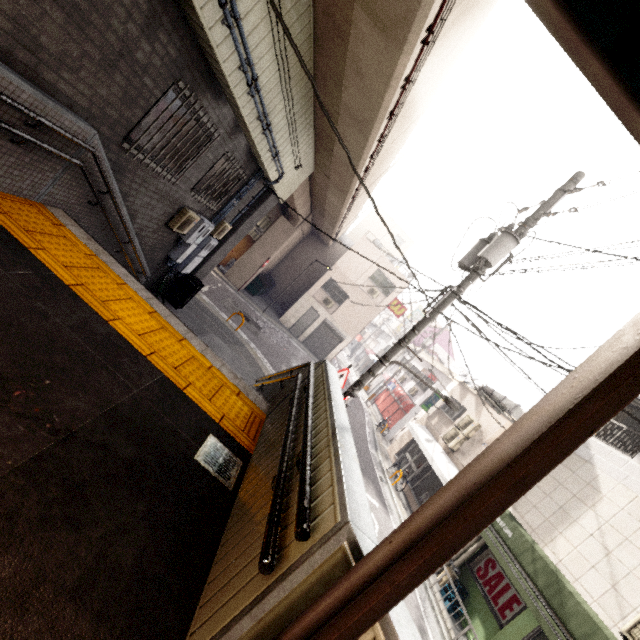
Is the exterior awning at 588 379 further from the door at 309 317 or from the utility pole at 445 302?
the door at 309 317

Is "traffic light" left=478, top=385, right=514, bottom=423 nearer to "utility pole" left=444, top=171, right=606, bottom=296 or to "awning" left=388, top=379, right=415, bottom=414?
"utility pole" left=444, top=171, right=606, bottom=296

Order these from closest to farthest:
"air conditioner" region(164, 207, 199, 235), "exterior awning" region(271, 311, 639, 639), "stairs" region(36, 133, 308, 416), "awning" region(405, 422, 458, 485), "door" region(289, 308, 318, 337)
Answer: "exterior awning" region(271, 311, 639, 639) < "stairs" region(36, 133, 308, 416) < "air conditioner" region(164, 207, 199, 235) < "awning" region(405, 422, 458, 485) < "door" region(289, 308, 318, 337)

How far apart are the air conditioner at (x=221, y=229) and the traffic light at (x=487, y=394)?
9.4 meters

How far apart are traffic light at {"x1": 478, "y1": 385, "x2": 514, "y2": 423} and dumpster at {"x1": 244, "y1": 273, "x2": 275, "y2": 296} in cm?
1606

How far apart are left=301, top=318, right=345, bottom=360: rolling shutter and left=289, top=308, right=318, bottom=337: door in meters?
0.3

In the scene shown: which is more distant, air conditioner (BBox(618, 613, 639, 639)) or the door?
the door

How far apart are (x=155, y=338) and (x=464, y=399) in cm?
1706
